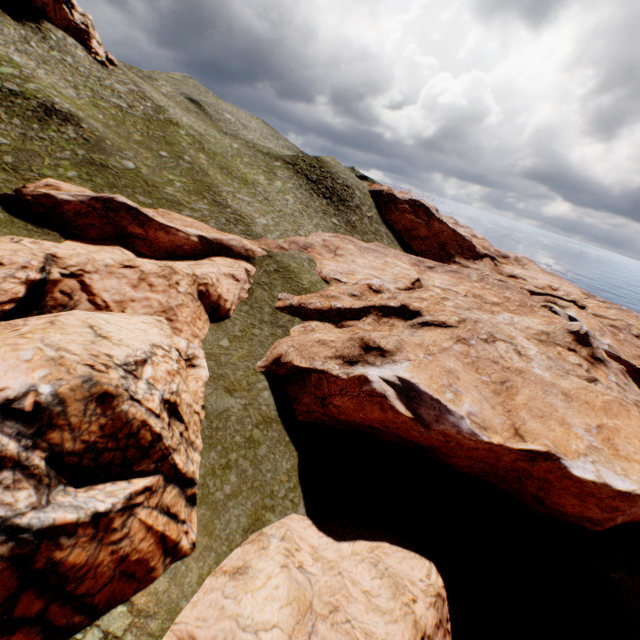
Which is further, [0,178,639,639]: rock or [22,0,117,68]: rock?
[22,0,117,68]: rock

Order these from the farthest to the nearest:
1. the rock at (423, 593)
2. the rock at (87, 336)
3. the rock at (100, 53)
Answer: the rock at (100, 53)
the rock at (423, 593)
the rock at (87, 336)

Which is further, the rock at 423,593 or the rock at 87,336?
the rock at 423,593

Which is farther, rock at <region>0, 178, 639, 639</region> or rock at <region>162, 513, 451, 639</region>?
rock at <region>162, 513, 451, 639</region>

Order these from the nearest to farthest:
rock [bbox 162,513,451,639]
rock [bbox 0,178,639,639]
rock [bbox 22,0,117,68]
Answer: rock [bbox 0,178,639,639]
rock [bbox 162,513,451,639]
rock [bbox 22,0,117,68]

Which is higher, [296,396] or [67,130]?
[67,130]

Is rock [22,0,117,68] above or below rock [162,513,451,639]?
above
